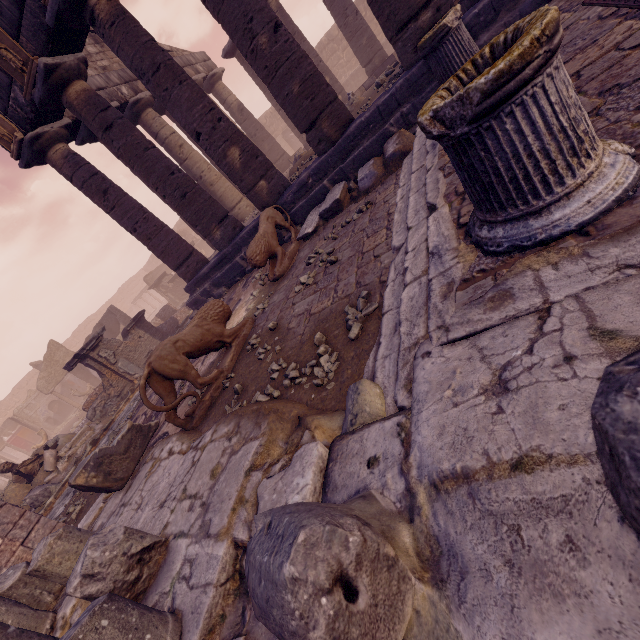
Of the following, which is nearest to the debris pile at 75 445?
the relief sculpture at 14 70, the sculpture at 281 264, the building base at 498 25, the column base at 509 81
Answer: the building base at 498 25

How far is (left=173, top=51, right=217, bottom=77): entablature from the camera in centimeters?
1432cm

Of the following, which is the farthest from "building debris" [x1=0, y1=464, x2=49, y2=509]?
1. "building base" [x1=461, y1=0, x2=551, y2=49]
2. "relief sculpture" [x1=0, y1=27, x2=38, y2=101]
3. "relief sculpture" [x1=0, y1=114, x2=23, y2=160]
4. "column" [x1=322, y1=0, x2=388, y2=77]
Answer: "column" [x1=322, y1=0, x2=388, y2=77]

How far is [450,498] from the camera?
1.3m

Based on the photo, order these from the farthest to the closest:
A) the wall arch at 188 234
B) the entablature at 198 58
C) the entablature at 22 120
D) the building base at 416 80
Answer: the wall arch at 188 234, the entablature at 198 58, the entablature at 22 120, the building base at 416 80

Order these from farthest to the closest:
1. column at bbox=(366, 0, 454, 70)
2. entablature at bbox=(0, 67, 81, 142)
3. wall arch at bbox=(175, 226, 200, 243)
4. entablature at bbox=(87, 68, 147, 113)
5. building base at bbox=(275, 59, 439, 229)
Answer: wall arch at bbox=(175, 226, 200, 243) → entablature at bbox=(87, 68, 147, 113) → entablature at bbox=(0, 67, 81, 142) → building base at bbox=(275, 59, 439, 229) → column at bbox=(366, 0, 454, 70)

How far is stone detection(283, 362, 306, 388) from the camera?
3.3 meters

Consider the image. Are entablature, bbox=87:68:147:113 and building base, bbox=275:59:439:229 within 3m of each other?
no
